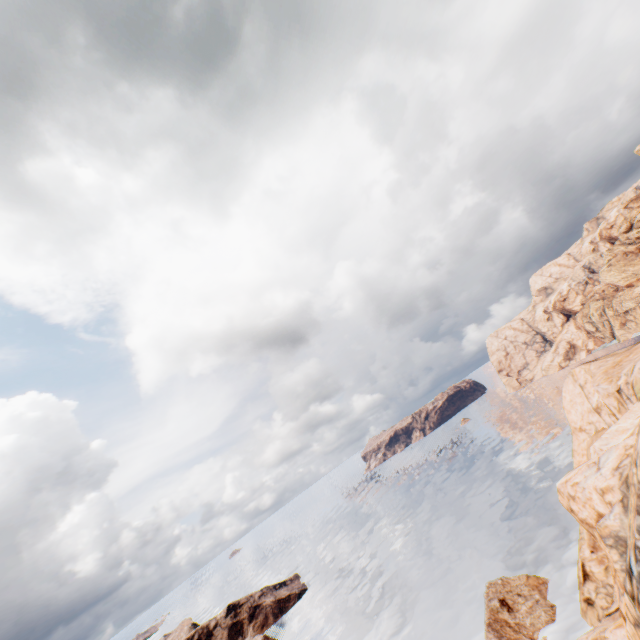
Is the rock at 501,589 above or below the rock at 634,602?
below

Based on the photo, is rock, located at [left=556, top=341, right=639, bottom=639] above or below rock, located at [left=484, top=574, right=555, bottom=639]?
above

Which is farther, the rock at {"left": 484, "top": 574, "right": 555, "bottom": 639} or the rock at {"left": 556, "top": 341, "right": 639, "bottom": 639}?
the rock at {"left": 484, "top": 574, "right": 555, "bottom": 639}

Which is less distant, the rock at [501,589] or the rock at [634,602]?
the rock at [634,602]

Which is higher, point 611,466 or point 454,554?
point 611,466
